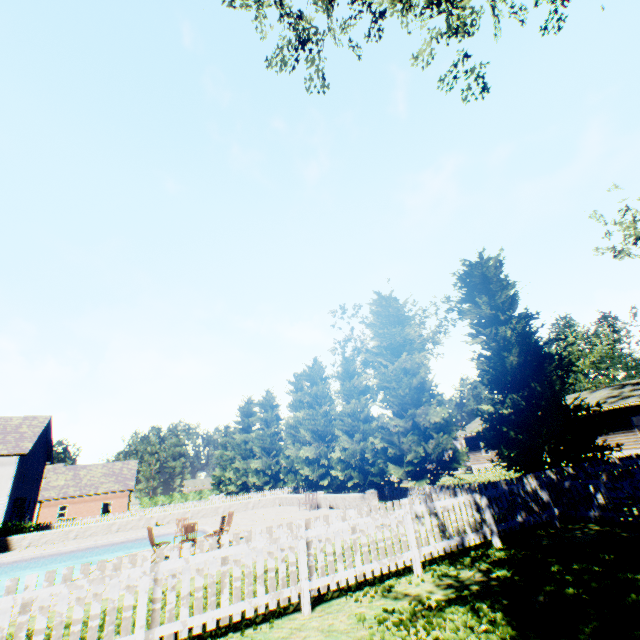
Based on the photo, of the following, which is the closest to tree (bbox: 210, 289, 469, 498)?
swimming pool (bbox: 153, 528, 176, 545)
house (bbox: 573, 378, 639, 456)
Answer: house (bbox: 573, 378, 639, 456)

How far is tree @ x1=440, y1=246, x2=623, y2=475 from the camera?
12.9 meters

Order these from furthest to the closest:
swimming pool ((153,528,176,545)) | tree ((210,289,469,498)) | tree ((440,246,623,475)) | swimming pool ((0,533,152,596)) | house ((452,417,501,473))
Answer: house ((452,417,501,473)) → swimming pool ((153,528,176,545)) → tree ((210,289,469,498)) → swimming pool ((0,533,152,596)) → tree ((440,246,623,475))

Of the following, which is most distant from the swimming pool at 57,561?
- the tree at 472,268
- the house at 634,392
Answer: the house at 634,392

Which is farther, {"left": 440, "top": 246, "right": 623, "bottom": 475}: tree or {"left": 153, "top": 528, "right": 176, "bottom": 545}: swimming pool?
{"left": 153, "top": 528, "right": 176, "bottom": 545}: swimming pool

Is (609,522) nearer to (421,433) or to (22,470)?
(421,433)
